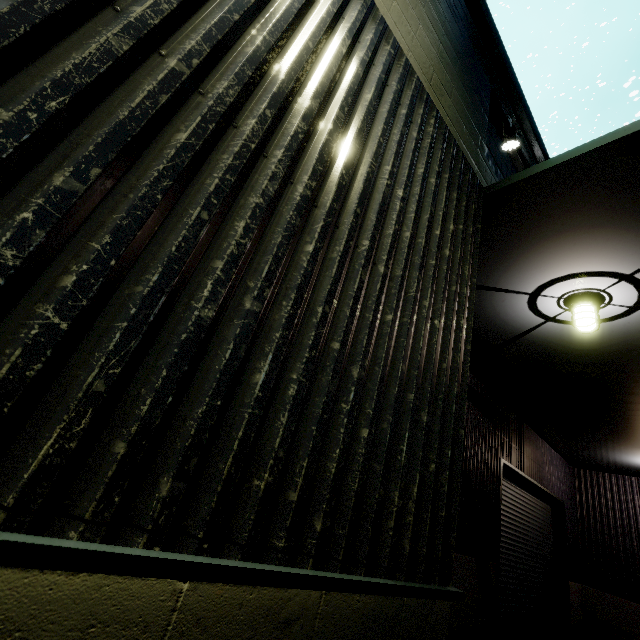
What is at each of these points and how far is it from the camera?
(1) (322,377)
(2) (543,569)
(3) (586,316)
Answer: (1) building, 1.4m
(2) roll-up door, 8.8m
(3) light, 4.0m

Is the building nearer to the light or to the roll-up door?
the roll-up door

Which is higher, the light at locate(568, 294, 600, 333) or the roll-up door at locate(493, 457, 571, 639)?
the light at locate(568, 294, 600, 333)

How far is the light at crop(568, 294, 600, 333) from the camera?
4.0m

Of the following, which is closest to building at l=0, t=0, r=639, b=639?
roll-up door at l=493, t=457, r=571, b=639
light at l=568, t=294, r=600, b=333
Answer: roll-up door at l=493, t=457, r=571, b=639

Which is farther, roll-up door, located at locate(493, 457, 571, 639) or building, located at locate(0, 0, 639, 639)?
roll-up door, located at locate(493, 457, 571, 639)

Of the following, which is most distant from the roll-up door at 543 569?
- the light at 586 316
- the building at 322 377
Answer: the light at 586 316

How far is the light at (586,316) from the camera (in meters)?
3.98
